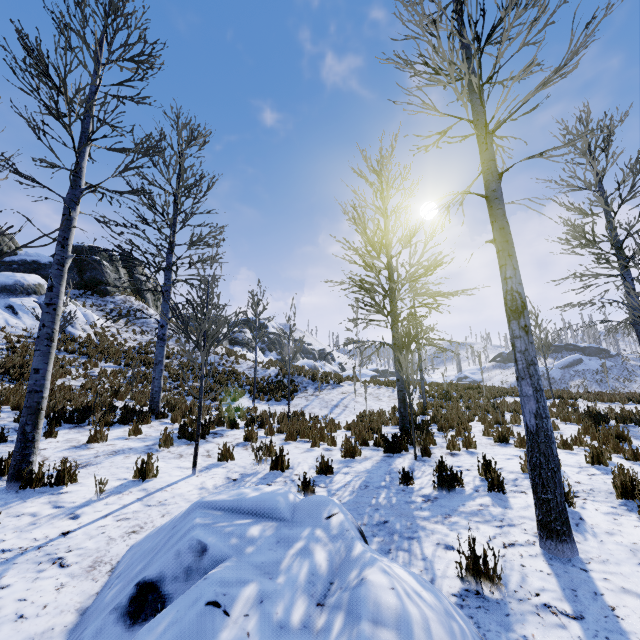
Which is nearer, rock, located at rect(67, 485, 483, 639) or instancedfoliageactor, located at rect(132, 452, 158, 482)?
rock, located at rect(67, 485, 483, 639)

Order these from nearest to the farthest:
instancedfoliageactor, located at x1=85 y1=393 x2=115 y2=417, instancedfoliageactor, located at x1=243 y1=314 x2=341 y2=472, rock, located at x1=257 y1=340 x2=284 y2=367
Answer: instancedfoliageactor, located at x1=243 y1=314 x2=341 y2=472 < instancedfoliageactor, located at x1=85 y1=393 x2=115 y2=417 < rock, located at x1=257 y1=340 x2=284 y2=367

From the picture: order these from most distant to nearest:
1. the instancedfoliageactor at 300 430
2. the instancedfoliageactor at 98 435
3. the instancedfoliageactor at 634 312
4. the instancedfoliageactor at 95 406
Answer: the instancedfoliageactor at 95 406, the instancedfoliageactor at 634 312, the instancedfoliageactor at 98 435, the instancedfoliageactor at 300 430

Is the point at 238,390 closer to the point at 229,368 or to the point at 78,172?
the point at 229,368

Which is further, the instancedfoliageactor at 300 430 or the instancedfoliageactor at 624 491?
the instancedfoliageactor at 300 430

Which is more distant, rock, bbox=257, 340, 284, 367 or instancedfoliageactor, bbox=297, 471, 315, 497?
rock, bbox=257, 340, 284, 367

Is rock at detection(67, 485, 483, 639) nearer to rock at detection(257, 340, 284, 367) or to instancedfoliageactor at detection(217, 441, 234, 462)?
instancedfoliageactor at detection(217, 441, 234, 462)

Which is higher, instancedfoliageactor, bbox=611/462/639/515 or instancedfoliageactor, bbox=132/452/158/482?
instancedfoliageactor, bbox=132/452/158/482
